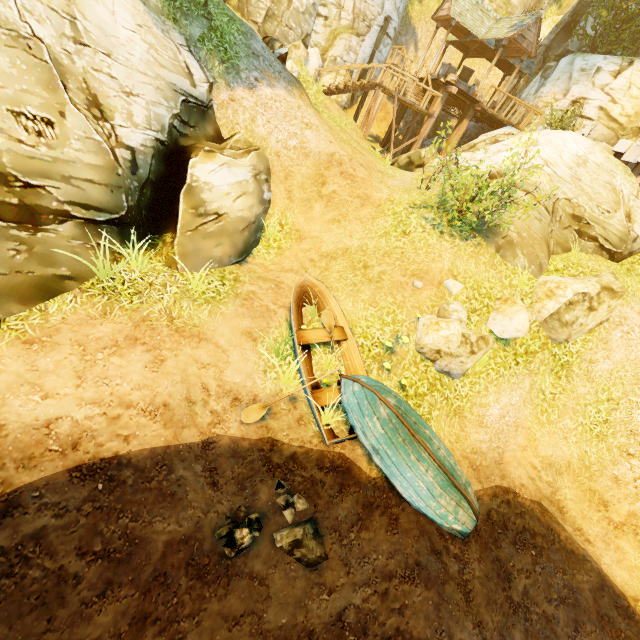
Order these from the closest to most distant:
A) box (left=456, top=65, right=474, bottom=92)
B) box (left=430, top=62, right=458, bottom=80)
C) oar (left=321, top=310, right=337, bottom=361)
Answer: oar (left=321, top=310, right=337, bottom=361) → box (left=430, top=62, right=458, bottom=80) → box (left=456, top=65, right=474, bottom=92)

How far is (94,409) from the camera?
4.8m

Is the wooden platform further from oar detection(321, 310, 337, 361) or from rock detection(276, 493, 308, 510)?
rock detection(276, 493, 308, 510)

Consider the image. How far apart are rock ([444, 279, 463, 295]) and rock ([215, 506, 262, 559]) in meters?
6.8 m

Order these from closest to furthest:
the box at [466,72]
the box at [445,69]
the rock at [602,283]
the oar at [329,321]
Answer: the oar at [329,321] → the rock at [602,283] → the box at [445,69] → the box at [466,72]

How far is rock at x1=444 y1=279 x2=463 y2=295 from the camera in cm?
852

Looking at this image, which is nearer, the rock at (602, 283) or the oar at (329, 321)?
the oar at (329, 321)

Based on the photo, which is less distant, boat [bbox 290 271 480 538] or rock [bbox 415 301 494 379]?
boat [bbox 290 271 480 538]
